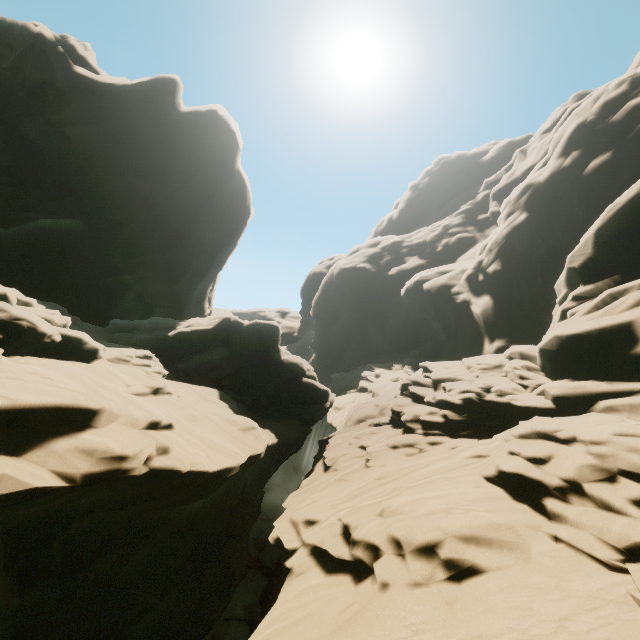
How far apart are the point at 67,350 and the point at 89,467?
5.81m
